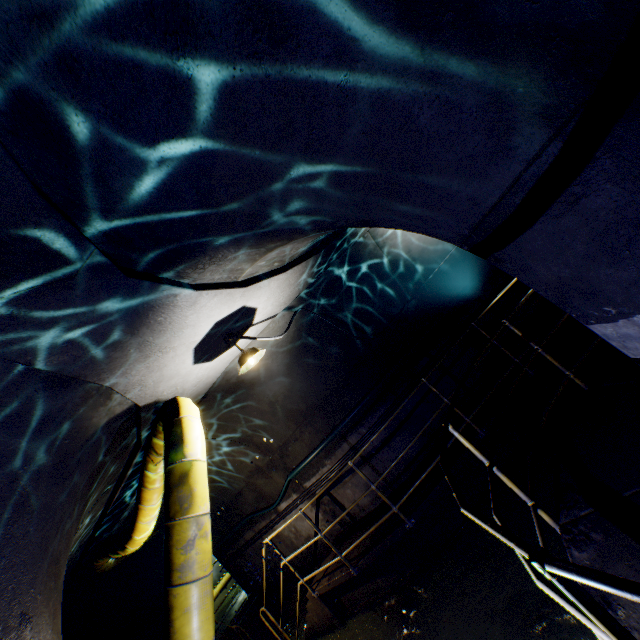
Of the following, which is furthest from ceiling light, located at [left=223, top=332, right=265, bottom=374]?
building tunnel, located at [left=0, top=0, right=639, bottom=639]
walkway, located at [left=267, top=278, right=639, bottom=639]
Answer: walkway, located at [left=267, top=278, right=639, bottom=639]

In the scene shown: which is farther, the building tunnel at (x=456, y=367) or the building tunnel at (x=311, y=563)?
the building tunnel at (x=311, y=563)

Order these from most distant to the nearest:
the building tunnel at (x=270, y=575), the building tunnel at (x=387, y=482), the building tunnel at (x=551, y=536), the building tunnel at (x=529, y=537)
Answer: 1. the building tunnel at (x=387, y=482)
2. the building tunnel at (x=270, y=575)
3. the building tunnel at (x=529, y=537)
4. the building tunnel at (x=551, y=536)

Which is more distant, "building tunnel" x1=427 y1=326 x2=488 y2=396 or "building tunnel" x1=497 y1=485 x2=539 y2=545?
"building tunnel" x1=427 y1=326 x2=488 y2=396

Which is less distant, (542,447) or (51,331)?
(51,331)

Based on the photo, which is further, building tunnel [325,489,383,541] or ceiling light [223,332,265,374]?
building tunnel [325,489,383,541]

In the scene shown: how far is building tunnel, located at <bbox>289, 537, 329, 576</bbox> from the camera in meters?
7.6 m

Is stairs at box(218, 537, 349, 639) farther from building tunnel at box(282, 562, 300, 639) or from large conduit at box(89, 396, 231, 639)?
large conduit at box(89, 396, 231, 639)
